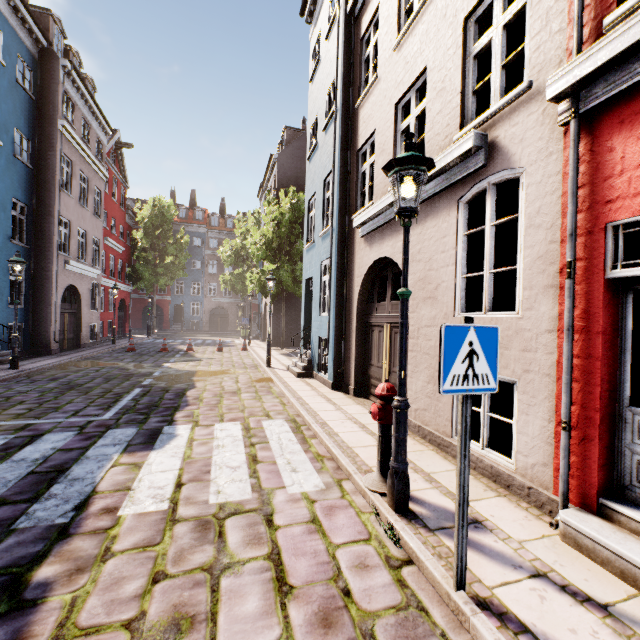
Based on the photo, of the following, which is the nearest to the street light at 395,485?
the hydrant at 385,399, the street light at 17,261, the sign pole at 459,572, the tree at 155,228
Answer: the hydrant at 385,399

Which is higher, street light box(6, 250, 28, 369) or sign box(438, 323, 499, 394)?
street light box(6, 250, 28, 369)

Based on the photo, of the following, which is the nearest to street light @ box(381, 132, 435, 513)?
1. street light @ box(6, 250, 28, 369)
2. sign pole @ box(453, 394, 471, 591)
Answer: sign pole @ box(453, 394, 471, 591)

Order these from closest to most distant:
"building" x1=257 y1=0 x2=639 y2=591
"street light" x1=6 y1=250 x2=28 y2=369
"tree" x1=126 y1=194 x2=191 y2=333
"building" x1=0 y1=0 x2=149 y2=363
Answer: "building" x1=257 y1=0 x2=639 y2=591
"street light" x1=6 y1=250 x2=28 y2=369
"building" x1=0 y1=0 x2=149 y2=363
"tree" x1=126 y1=194 x2=191 y2=333

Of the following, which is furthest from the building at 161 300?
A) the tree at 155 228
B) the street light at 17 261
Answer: the tree at 155 228

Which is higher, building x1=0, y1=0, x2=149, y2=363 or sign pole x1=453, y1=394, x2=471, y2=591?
building x1=0, y1=0, x2=149, y2=363

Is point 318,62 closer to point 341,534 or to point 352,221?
point 352,221

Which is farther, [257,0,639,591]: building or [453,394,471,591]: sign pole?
[257,0,639,591]: building
